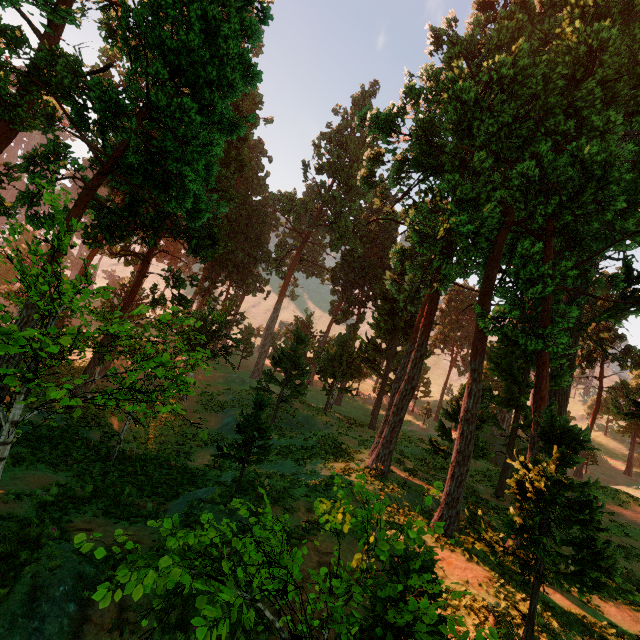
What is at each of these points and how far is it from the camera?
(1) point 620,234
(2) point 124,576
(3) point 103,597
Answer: (1) treerock, 13.4 meters
(2) treerock, 3.0 meters
(3) treerock, 2.9 meters

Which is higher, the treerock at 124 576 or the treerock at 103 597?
the treerock at 124 576

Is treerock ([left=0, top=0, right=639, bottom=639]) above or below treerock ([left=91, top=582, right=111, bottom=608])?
above

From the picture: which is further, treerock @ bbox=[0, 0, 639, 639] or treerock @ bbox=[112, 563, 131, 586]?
treerock @ bbox=[0, 0, 639, 639]

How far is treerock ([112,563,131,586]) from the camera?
2.9 meters

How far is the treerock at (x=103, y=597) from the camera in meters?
2.8 m
